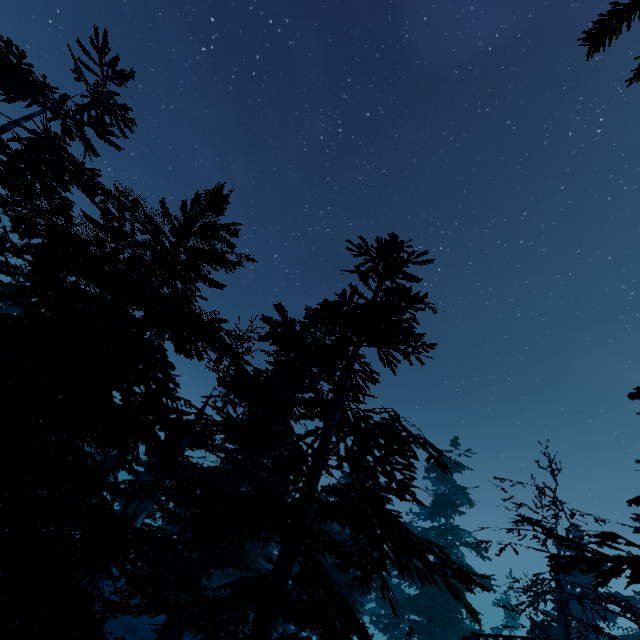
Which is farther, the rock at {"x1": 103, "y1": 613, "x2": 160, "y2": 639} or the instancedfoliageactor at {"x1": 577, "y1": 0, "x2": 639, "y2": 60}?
the rock at {"x1": 103, "y1": 613, "x2": 160, "y2": 639}

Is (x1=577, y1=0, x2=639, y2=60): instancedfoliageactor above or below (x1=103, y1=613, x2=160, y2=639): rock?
above

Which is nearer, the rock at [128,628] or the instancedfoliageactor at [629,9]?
the instancedfoliageactor at [629,9]

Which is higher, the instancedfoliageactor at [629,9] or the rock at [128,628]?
Answer: the instancedfoliageactor at [629,9]

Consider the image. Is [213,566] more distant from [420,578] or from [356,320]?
[356,320]
